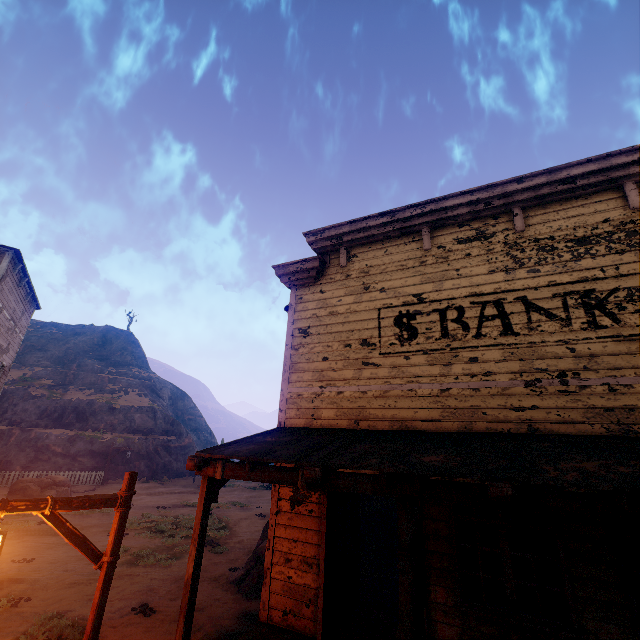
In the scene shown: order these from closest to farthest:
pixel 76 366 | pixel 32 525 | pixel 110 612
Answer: pixel 110 612
pixel 32 525
pixel 76 366

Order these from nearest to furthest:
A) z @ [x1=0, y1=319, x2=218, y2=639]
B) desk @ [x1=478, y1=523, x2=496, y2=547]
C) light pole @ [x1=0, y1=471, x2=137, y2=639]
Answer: light pole @ [x1=0, y1=471, x2=137, y2=639] → z @ [x1=0, y1=319, x2=218, y2=639] → desk @ [x1=478, y1=523, x2=496, y2=547]

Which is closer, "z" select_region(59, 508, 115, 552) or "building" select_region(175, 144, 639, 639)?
"building" select_region(175, 144, 639, 639)

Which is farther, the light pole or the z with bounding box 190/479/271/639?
the z with bounding box 190/479/271/639

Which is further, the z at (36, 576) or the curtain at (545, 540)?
the z at (36, 576)

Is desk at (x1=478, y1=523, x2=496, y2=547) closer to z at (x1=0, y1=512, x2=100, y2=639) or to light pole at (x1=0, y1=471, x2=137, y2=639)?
z at (x1=0, y1=512, x2=100, y2=639)

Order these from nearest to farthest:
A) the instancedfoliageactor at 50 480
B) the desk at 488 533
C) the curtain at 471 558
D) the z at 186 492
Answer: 1. the curtain at 471 558
2. the z at 186 492
3. the desk at 488 533
4. the instancedfoliageactor at 50 480

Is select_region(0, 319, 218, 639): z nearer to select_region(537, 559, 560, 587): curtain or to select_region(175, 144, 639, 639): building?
select_region(175, 144, 639, 639): building
